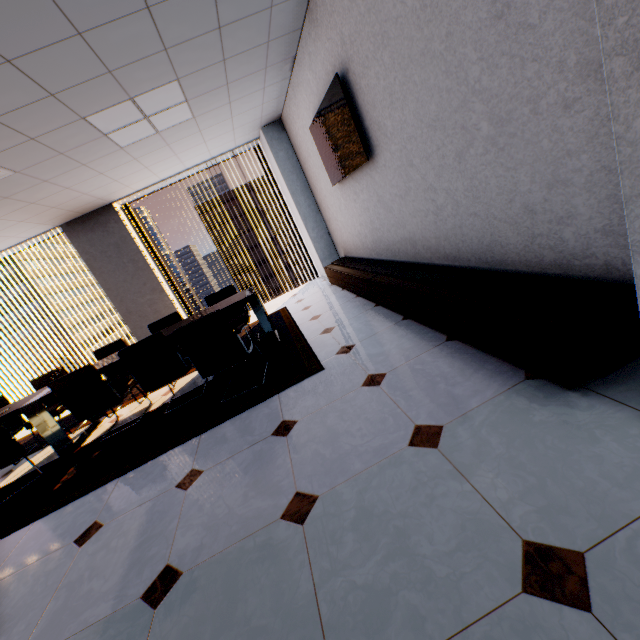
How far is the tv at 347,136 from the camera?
3.2m

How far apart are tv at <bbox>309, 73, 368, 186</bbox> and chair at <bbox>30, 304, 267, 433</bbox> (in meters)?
2.77

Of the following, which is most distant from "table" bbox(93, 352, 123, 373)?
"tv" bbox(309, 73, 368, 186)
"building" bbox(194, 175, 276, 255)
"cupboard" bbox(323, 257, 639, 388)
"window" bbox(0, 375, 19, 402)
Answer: "building" bbox(194, 175, 276, 255)

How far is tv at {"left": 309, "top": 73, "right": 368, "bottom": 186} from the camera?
3.2 meters

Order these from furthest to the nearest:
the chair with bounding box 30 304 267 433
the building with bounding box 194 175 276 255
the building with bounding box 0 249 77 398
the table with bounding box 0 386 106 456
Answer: the building with bounding box 194 175 276 255 < the building with bounding box 0 249 77 398 < the table with bounding box 0 386 106 456 < the chair with bounding box 30 304 267 433

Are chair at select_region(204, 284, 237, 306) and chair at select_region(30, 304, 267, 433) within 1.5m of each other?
yes

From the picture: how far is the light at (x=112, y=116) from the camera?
3.2 meters

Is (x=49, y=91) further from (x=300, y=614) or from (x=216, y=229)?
(x=216, y=229)
